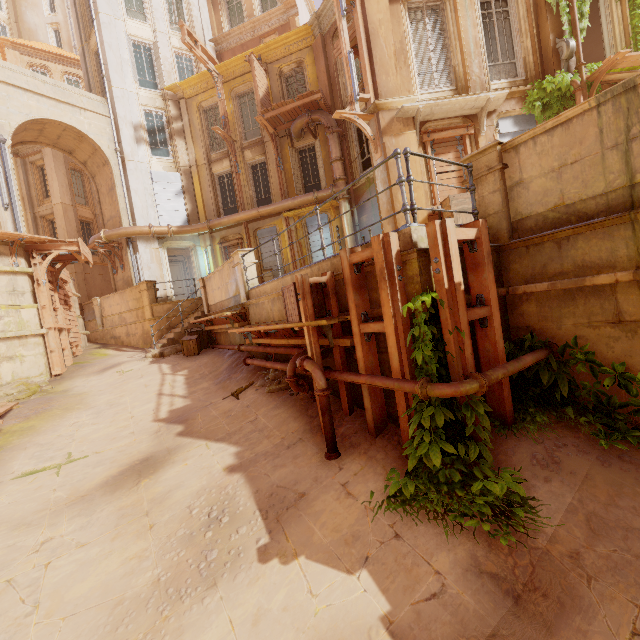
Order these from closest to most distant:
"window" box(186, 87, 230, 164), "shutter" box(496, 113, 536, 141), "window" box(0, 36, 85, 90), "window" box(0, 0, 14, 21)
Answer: "shutter" box(496, 113, 536, 141)
"window" box(186, 87, 230, 164)
"window" box(0, 36, 85, 90)
"window" box(0, 0, 14, 21)

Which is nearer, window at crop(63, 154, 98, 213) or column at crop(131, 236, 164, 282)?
column at crop(131, 236, 164, 282)

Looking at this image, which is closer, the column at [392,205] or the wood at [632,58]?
the wood at [632,58]

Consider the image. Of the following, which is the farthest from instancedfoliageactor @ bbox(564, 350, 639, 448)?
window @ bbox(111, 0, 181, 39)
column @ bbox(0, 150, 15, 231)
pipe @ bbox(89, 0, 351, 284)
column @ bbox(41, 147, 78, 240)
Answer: column @ bbox(41, 147, 78, 240)

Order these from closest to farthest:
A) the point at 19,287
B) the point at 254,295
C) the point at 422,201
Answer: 1. the point at 254,295
2. the point at 422,201
3. the point at 19,287

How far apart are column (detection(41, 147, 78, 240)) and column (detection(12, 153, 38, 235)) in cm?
199

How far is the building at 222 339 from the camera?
9.91m

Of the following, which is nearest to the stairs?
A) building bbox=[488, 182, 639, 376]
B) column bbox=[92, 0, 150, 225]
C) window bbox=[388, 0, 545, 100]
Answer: building bbox=[488, 182, 639, 376]
